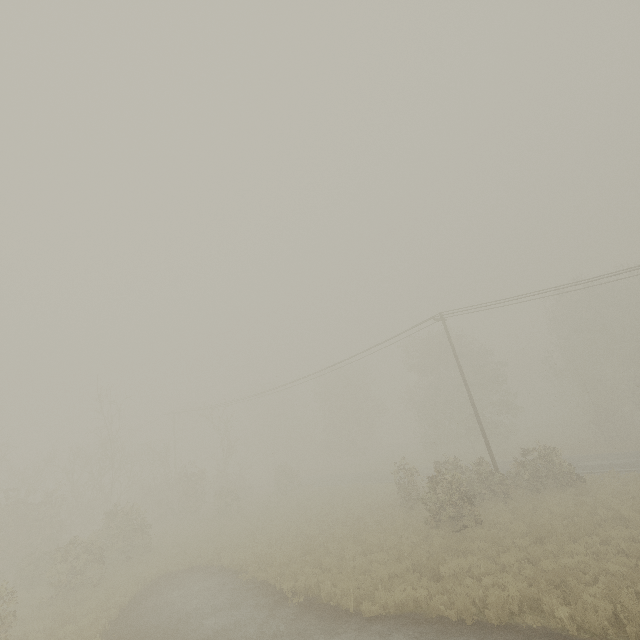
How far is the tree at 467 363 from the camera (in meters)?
37.38

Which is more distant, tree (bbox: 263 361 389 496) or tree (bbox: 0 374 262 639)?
tree (bbox: 263 361 389 496)

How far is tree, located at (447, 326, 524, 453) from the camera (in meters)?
37.38

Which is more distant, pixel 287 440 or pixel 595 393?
pixel 287 440

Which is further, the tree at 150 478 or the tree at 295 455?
the tree at 295 455
